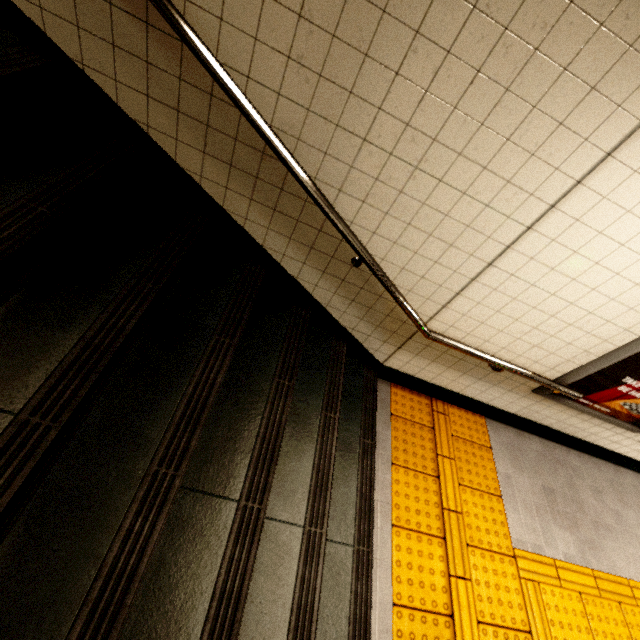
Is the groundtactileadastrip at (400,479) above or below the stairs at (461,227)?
below

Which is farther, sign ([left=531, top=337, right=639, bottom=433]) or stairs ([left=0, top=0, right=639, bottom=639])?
sign ([left=531, top=337, right=639, bottom=433])

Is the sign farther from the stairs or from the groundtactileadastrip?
the stairs

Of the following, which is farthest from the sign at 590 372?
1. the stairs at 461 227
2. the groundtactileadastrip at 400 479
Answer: the stairs at 461 227

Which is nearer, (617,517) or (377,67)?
(377,67)

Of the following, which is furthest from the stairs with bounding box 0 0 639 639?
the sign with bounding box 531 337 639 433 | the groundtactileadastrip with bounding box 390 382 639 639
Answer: the sign with bounding box 531 337 639 433
